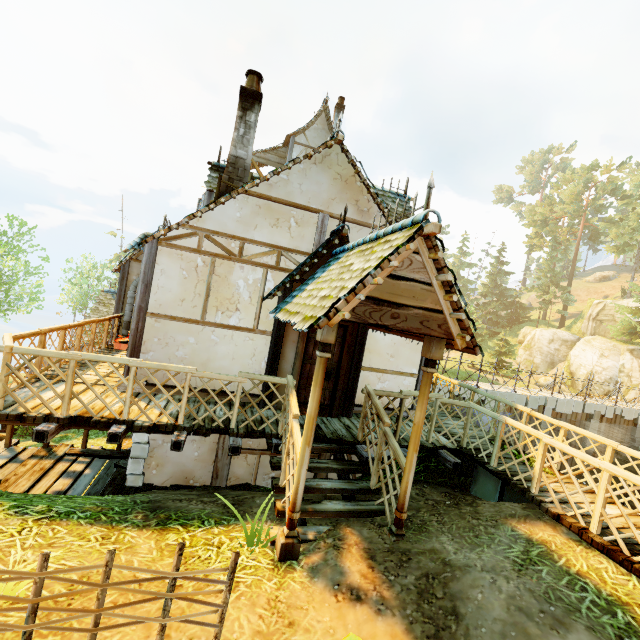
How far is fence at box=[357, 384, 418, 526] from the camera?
4.95m

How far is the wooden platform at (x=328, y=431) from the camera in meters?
6.0 m

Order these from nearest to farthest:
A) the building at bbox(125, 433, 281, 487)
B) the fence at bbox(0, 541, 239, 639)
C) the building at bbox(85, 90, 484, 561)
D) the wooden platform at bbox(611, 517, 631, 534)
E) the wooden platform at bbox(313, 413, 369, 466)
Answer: the fence at bbox(0, 541, 239, 639)
the building at bbox(85, 90, 484, 561)
the wooden platform at bbox(611, 517, 631, 534)
the wooden platform at bbox(313, 413, 369, 466)
the building at bbox(125, 433, 281, 487)

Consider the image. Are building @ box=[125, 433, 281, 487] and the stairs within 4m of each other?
yes

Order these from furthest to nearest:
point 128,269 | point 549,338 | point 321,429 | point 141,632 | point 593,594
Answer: point 549,338, point 128,269, point 321,429, point 593,594, point 141,632

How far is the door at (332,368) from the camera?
7.21m

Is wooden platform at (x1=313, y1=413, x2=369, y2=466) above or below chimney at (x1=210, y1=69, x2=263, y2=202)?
below

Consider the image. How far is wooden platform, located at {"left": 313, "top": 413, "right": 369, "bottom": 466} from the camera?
6.0m
